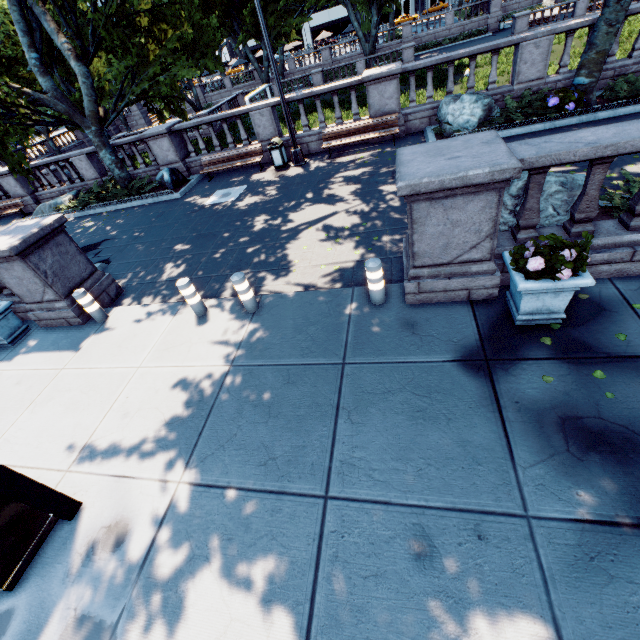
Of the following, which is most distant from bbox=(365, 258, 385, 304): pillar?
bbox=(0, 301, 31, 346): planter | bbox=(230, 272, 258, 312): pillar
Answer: bbox=(0, 301, 31, 346): planter

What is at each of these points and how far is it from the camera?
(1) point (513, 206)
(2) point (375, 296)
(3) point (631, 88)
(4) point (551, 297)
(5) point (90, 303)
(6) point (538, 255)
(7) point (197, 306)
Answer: (1) rock, 5.98m
(2) pillar, 5.57m
(3) bush, 9.91m
(4) planter, 4.25m
(5) pillar, 7.12m
(6) plant, 4.14m
(7) pillar, 6.54m

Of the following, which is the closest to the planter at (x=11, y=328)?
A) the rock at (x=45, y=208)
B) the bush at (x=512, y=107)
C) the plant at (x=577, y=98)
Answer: the rock at (x=45, y=208)

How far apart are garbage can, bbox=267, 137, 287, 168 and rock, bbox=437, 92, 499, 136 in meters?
6.0 m

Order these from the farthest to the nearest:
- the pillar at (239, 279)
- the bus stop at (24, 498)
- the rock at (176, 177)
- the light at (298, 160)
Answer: the rock at (176, 177) → the light at (298, 160) → the pillar at (239, 279) → the bus stop at (24, 498)

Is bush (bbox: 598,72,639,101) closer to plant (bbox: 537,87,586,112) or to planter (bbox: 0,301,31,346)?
plant (bbox: 537,87,586,112)

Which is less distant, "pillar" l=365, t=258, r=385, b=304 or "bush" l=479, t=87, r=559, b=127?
"pillar" l=365, t=258, r=385, b=304

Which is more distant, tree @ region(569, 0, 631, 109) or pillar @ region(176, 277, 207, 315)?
tree @ region(569, 0, 631, 109)
